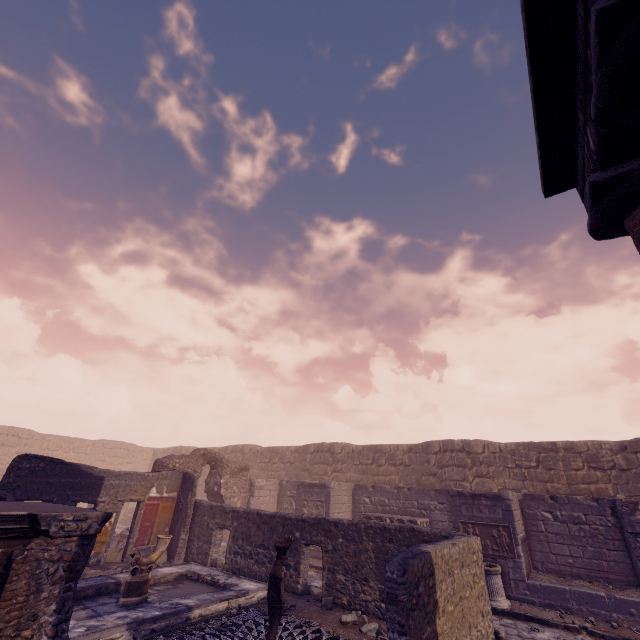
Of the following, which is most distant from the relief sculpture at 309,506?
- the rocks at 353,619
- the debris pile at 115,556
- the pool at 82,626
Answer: the rocks at 353,619

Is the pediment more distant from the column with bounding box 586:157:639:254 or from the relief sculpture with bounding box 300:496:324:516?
the relief sculpture with bounding box 300:496:324:516

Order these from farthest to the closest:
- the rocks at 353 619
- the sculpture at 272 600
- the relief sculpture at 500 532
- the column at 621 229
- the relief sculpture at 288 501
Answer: the relief sculpture at 288 501
the relief sculpture at 500 532
the rocks at 353 619
the sculpture at 272 600
the column at 621 229

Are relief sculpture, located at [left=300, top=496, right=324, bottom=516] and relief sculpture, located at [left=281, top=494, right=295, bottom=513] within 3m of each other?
yes

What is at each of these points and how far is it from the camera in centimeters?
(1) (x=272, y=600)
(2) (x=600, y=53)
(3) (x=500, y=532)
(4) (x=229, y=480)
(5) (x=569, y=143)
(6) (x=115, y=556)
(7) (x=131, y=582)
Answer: (1) sculpture, 559cm
(2) column, 300cm
(3) relief sculpture, 1013cm
(4) wall arch, 1580cm
(5) pediment, 494cm
(6) debris pile, 1074cm
(7) sculpture, 740cm

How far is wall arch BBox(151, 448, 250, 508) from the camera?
13.92m

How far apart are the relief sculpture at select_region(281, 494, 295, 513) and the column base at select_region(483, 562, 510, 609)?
8.2 meters

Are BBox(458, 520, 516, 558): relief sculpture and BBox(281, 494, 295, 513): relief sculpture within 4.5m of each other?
no
